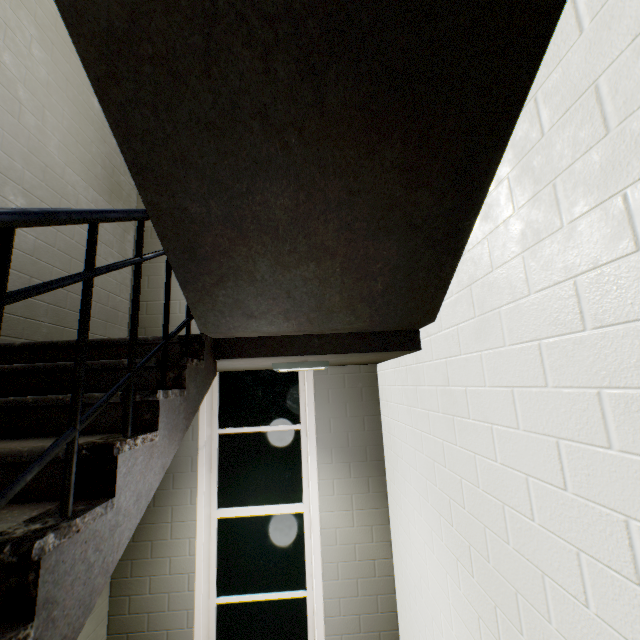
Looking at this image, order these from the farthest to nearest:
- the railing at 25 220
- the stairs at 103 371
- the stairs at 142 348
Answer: the stairs at 142 348
the stairs at 103 371
the railing at 25 220

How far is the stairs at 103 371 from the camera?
1.43m

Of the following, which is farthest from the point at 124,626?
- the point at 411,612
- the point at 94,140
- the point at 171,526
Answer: the point at 94,140

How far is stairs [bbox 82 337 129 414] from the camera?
1.43m

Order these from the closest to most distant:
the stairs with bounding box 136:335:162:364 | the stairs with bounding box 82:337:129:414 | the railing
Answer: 1. the railing
2. the stairs with bounding box 82:337:129:414
3. the stairs with bounding box 136:335:162:364

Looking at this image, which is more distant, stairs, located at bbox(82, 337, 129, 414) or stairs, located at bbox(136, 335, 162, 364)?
stairs, located at bbox(136, 335, 162, 364)
